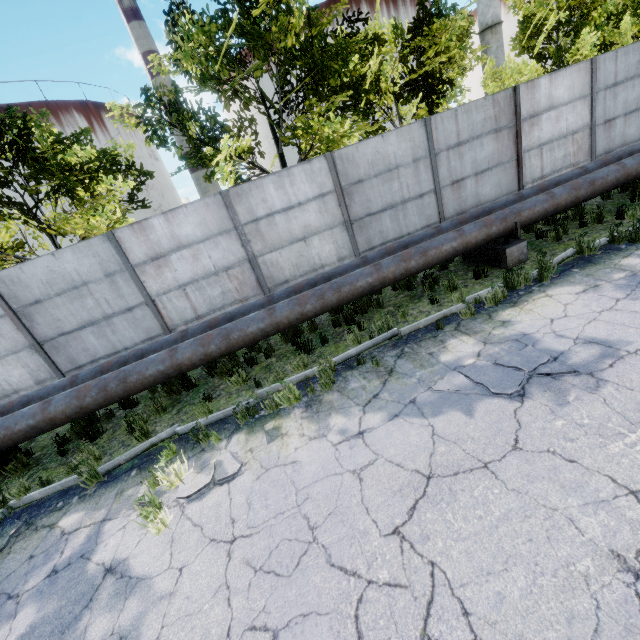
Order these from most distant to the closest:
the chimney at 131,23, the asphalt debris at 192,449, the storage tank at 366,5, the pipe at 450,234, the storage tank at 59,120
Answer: the storage tank at 366,5
the storage tank at 59,120
the chimney at 131,23
the pipe at 450,234
the asphalt debris at 192,449

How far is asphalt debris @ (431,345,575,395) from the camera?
4.24m

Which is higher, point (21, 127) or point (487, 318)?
point (21, 127)

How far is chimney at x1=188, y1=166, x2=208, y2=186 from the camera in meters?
58.9 m

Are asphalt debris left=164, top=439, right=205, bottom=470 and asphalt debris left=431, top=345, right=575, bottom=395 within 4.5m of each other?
yes

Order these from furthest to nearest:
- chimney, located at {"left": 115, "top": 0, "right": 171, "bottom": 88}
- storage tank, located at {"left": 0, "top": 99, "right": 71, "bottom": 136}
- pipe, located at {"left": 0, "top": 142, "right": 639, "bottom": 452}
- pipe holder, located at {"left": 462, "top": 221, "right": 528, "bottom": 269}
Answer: storage tank, located at {"left": 0, "top": 99, "right": 71, "bottom": 136}
chimney, located at {"left": 115, "top": 0, "right": 171, "bottom": 88}
pipe holder, located at {"left": 462, "top": 221, "right": 528, "bottom": 269}
pipe, located at {"left": 0, "top": 142, "right": 639, "bottom": 452}

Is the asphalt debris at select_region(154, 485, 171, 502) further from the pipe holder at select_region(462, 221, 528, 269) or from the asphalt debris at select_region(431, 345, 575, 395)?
the pipe holder at select_region(462, 221, 528, 269)

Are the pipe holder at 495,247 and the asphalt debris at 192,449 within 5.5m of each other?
no
